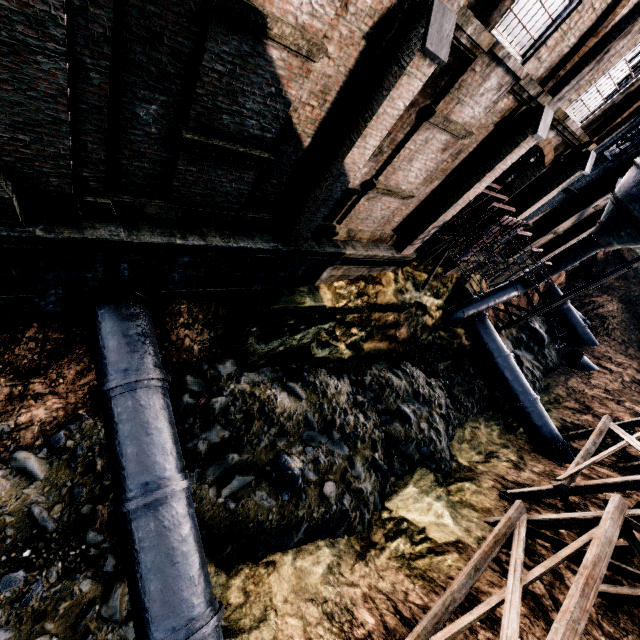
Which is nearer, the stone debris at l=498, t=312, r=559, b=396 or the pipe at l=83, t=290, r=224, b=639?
the pipe at l=83, t=290, r=224, b=639

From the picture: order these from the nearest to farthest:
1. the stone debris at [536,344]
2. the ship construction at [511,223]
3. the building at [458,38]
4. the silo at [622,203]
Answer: the building at [458,38] < the ship construction at [511,223] < the silo at [622,203] < the stone debris at [536,344]

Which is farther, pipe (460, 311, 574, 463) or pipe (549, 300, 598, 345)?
pipe (549, 300, 598, 345)

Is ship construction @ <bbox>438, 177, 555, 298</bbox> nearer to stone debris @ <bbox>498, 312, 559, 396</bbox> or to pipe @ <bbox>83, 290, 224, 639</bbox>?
stone debris @ <bbox>498, 312, 559, 396</bbox>

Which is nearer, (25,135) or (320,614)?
(25,135)

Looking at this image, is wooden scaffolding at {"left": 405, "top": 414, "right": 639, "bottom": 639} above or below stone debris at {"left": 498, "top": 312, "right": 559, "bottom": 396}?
above

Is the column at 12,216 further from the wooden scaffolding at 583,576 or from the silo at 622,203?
the silo at 622,203

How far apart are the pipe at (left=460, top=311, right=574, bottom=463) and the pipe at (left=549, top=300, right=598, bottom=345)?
16.6 meters
